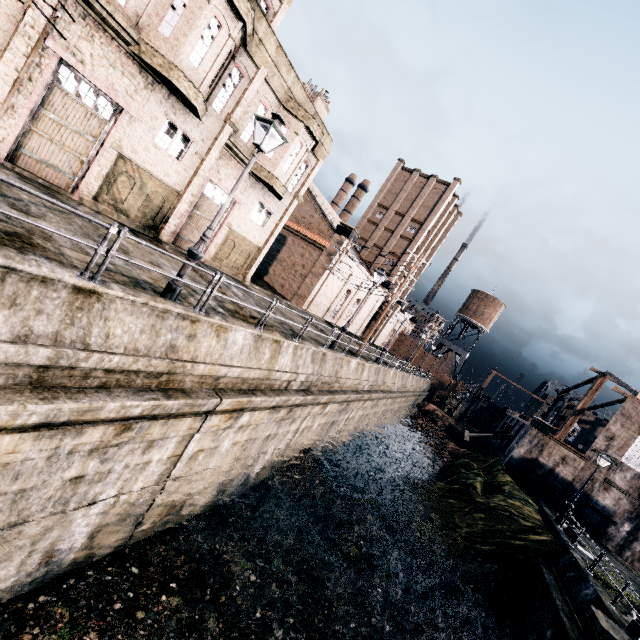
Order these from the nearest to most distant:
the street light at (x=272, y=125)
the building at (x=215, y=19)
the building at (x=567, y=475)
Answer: the street light at (x=272, y=125)
the building at (x=215, y=19)
the building at (x=567, y=475)

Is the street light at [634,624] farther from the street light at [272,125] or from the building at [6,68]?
the building at [6,68]

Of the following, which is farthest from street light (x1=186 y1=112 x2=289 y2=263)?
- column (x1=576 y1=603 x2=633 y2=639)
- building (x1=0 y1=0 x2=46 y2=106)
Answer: column (x1=576 y1=603 x2=633 y2=639)

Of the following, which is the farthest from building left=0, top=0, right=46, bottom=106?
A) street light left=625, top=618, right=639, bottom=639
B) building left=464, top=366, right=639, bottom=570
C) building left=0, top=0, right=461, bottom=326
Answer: building left=464, top=366, right=639, bottom=570

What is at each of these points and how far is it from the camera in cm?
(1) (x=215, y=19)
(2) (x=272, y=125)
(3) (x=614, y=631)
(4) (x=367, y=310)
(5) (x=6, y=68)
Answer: (1) building, 1360
(2) street light, 823
(3) column, 1109
(4) building, 5066
(5) building, 1074

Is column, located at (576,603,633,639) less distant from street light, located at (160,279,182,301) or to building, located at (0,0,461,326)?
street light, located at (160,279,182,301)

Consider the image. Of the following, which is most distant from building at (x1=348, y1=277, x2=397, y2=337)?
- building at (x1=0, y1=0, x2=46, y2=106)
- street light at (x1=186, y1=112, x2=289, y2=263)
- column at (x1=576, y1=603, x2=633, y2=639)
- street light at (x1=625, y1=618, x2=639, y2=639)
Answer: street light at (x1=625, y1=618, x2=639, y2=639)

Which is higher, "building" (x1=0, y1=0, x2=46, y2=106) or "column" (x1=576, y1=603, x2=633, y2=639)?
"building" (x1=0, y1=0, x2=46, y2=106)
